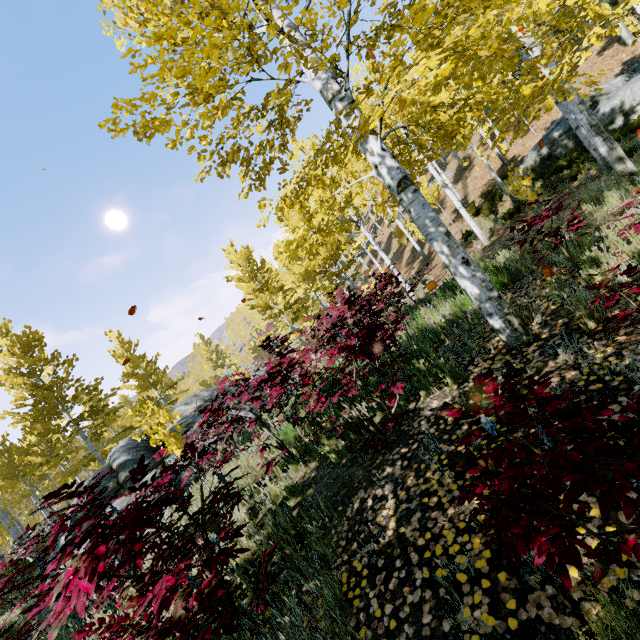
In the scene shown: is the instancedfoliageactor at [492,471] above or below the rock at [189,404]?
below

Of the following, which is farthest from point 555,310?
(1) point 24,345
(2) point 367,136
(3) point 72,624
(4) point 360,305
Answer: (1) point 24,345

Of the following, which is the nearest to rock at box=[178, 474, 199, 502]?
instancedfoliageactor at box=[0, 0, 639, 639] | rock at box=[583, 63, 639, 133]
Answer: instancedfoliageactor at box=[0, 0, 639, 639]

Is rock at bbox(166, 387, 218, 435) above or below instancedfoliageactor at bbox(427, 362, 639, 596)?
above

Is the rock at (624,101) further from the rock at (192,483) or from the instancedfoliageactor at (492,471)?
the rock at (192,483)

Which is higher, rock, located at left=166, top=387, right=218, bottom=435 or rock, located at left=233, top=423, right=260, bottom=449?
rock, located at left=166, top=387, right=218, bottom=435
